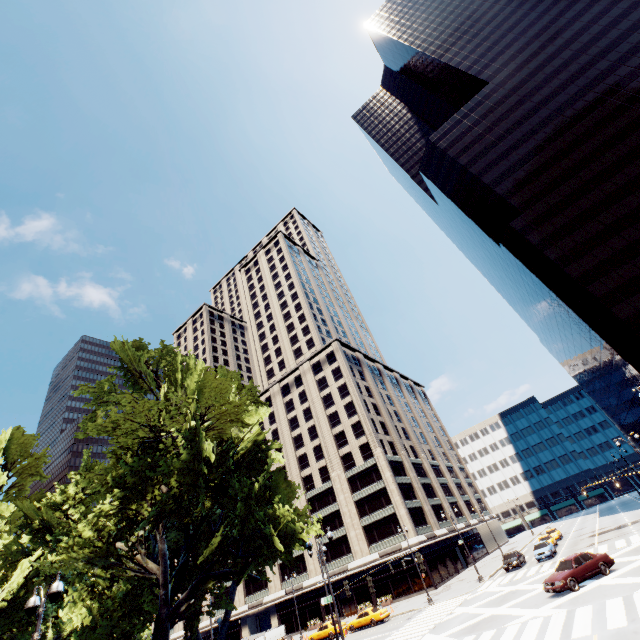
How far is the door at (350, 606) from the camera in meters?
49.1

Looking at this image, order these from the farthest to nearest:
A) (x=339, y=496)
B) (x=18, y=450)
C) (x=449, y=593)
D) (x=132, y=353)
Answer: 1. (x=339, y=496)
2. (x=449, y=593)
3. (x=18, y=450)
4. (x=132, y=353)

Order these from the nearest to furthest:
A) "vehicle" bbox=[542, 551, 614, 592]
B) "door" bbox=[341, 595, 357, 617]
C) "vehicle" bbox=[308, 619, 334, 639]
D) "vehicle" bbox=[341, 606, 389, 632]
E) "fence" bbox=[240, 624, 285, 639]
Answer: "vehicle" bbox=[542, 551, 614, 592], "vehicle" bbox=[341, 606, 389, 632], "vehicle" bbox=[308, 619, 334, 639], "fence" bbox=[240, 624, 285, 639], "door" bbox=[341, 595, 357, 617]

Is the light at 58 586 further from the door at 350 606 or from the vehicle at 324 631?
the door at 350 606

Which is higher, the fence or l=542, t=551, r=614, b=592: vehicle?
the fence

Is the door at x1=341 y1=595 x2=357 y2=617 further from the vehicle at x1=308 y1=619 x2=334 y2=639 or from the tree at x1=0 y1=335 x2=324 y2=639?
the tree at x1=0 y1=335 x2=324 y2=639

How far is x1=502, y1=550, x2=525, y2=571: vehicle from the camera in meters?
36.2 m

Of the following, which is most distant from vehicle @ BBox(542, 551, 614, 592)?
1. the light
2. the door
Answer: the door
